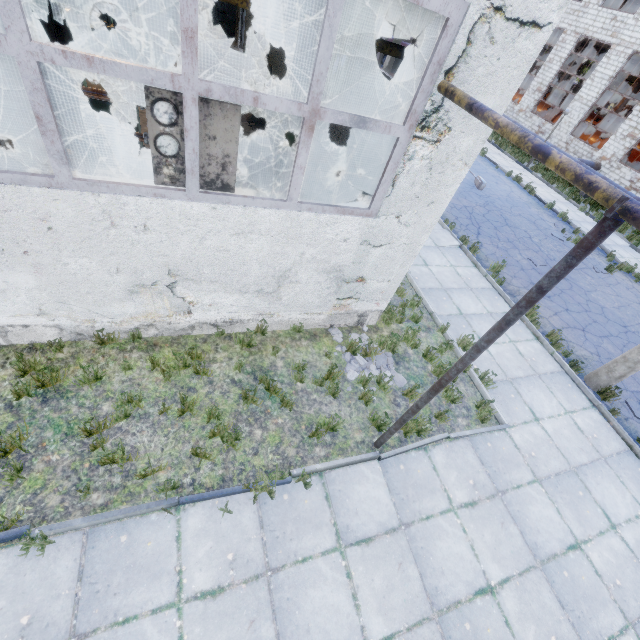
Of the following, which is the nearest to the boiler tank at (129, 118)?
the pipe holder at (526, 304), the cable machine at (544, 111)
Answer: the pipe holder at (526, 304)

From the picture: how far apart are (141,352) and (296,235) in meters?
3.3

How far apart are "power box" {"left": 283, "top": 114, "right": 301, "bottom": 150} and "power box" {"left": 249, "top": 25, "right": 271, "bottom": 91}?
6.11m

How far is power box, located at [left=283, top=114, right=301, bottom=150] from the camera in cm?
982

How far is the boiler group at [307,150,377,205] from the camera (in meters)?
4.74

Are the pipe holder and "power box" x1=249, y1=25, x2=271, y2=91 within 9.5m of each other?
no

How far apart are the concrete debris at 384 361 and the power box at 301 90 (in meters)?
6.25

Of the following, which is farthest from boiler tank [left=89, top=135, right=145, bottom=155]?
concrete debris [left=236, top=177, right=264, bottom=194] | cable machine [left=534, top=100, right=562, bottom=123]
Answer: cable machine [left=534, top=100, right=562, bottom=123]
